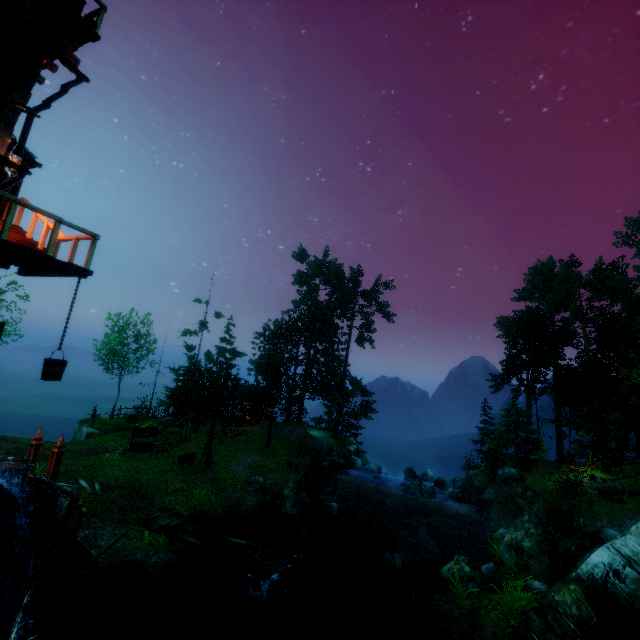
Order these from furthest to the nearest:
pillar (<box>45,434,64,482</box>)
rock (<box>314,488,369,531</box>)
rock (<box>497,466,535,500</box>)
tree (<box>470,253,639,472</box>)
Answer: tree (<box>470,253,639,472</box>)
rock (<box>497,466,535,500</box>)
rock (<box>314,488,369,531</box>)
pillar (<box>45,434,64,482</box>)

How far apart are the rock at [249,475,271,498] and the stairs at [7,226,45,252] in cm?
1680

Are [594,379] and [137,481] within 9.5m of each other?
no

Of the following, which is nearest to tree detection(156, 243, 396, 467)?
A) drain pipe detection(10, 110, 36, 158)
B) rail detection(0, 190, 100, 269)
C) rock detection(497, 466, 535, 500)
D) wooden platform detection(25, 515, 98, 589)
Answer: rock detection(497, 466, 535, 500)

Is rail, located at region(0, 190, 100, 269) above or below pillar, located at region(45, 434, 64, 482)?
above

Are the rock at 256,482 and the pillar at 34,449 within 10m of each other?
no

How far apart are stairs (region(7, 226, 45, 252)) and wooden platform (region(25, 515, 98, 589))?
6.9m

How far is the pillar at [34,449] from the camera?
13.95m
